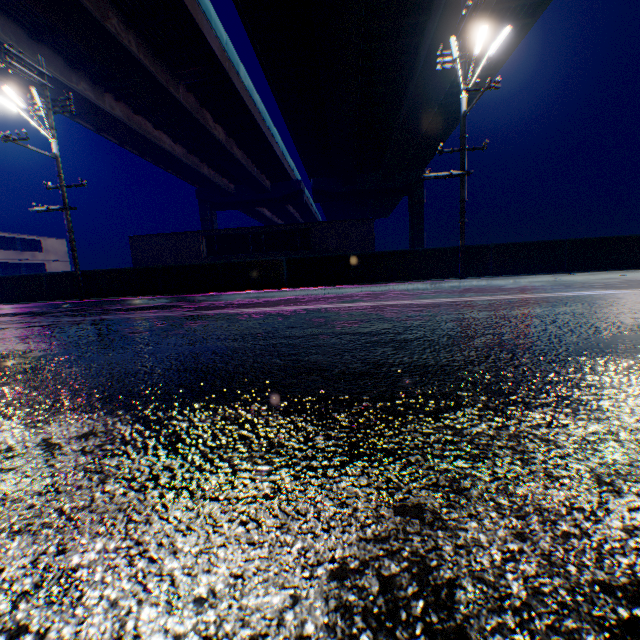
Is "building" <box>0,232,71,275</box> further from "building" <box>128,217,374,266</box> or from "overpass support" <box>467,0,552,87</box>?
"overpass support" <box>467,0,552,87</box>

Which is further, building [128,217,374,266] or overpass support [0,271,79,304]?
building [128,217,374,266]

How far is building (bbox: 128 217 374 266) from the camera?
23.38m

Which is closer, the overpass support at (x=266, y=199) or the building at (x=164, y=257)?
the building at (x=164, y=257)

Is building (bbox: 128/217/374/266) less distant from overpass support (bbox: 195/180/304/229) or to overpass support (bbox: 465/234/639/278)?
overpass support (bbox: 465/234/639/278)

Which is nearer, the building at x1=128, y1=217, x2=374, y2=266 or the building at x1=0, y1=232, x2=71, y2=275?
the building at x1=128, y1=217, x2=374, y2=266

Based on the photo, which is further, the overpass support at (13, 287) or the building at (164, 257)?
the building at (164, 257)

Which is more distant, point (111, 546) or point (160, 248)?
point (160, 248)
